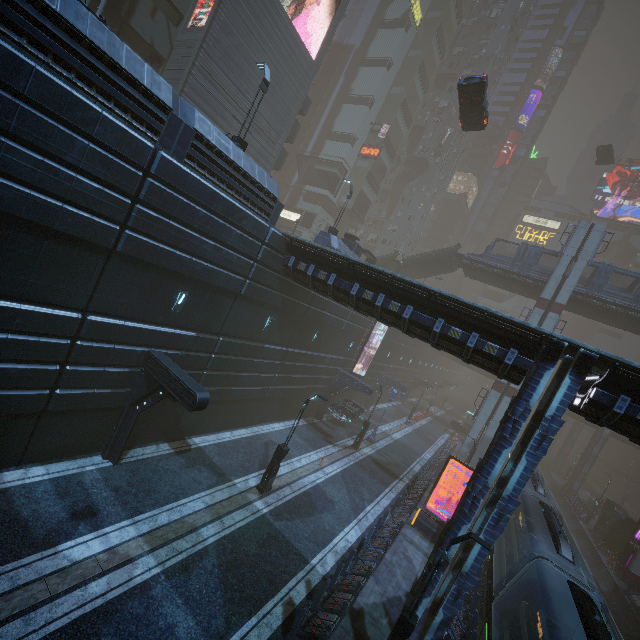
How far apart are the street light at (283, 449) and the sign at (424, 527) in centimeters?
910cm

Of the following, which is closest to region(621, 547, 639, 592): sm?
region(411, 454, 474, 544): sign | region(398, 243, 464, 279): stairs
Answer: region(398, 243, 464, 279): stairs

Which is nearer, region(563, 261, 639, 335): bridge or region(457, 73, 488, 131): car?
region(457, 73, 488, 131): car

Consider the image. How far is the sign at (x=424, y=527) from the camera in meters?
18.3 m

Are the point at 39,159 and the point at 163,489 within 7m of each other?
no

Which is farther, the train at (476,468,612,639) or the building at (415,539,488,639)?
the building at (415,539,488,639)

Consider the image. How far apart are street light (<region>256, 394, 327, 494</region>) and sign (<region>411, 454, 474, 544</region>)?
9.1 meters

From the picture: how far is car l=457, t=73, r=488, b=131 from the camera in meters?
19.6
